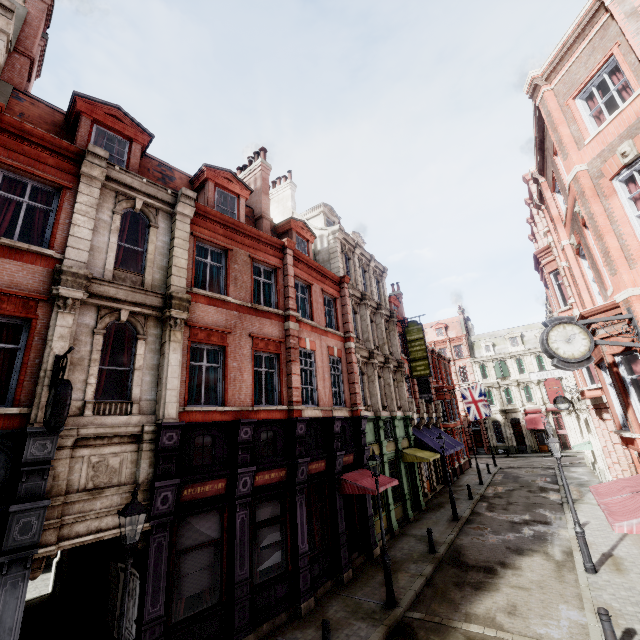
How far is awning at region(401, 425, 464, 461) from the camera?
20.2 meters

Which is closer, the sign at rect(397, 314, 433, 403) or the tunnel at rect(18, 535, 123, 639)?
the tunnel at rect(18, 535, 123, 639)

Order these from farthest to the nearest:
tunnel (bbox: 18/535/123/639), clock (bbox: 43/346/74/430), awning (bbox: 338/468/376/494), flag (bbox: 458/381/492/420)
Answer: flag (bbox: 458/381/492/420)
awning (bbox: 338/468/376/494)
tunnel (bbox: 18/535/123/639)
clock (bbox: 43/346/74/430)

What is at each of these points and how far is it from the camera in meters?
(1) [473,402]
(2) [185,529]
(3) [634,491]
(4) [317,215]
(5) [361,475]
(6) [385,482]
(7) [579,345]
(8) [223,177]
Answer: (1) flag, 29.9
(2) sign, 9.1
(3) awning, 9.4
(4) roof window, 23.4
(5) awning, 14.8
(6) awning, 14.5
(7) clock, 8.2
(8) roof window, 14.8

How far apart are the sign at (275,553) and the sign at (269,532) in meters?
0.1 m

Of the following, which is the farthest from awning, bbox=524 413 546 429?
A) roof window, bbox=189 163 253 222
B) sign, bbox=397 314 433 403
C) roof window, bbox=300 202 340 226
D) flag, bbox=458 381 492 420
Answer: roof window, bbox=189 163 253 222

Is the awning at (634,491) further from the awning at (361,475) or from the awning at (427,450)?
the awning at (427,450)

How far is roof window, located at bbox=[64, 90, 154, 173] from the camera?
10.8m
